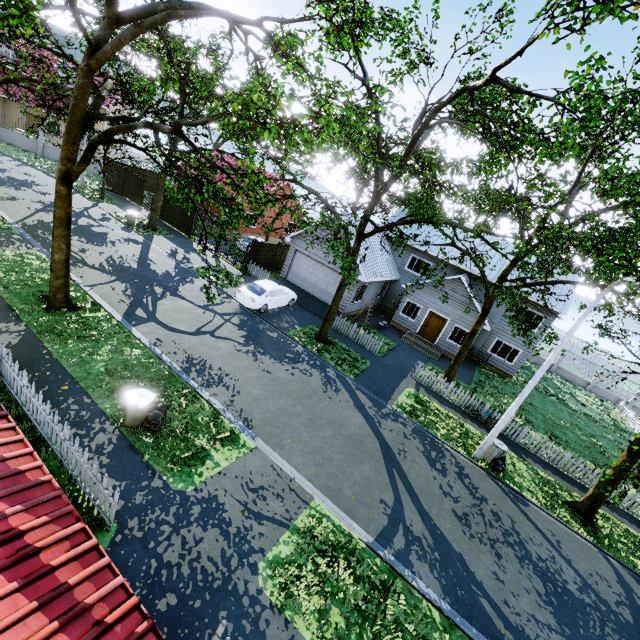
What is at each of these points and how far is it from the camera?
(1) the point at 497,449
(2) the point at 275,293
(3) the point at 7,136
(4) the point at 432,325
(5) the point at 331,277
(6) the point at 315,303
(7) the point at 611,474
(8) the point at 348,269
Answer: (1) trash can, 13.53m
(2) car, 19.44m
(3) fence, 31.47m
(4) door, 24.50m
(5) garage door, 22.70m
(6) garage entrance, 22.59m
(7) tree, 12.37m
(8) tree, 12.96m

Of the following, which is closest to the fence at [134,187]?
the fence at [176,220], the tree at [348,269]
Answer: the tree at [348,269]

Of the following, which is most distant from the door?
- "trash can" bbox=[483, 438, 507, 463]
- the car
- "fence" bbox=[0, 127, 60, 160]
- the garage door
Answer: "fence" bbox=[0, 127, 60, 160]

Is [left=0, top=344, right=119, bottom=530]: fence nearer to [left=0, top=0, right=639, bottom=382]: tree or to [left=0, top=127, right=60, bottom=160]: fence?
[left=0, top=0, right=639, bottom=382]: tree

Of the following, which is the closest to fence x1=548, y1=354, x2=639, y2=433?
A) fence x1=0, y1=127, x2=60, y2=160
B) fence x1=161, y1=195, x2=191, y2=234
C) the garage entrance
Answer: the garage entrance

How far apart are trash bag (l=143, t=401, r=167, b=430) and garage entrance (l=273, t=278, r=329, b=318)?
13.2 meters

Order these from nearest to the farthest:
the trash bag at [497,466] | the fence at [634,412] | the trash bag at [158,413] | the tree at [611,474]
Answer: the tree at [611,474] → the trash bag at [158,413] → the trash bag at [497,466] → the fence at [634,412]

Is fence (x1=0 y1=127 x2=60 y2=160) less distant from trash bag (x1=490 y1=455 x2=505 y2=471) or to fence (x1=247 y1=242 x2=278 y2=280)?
fence (x1=247 y1=242 x2=278 y2=280)
